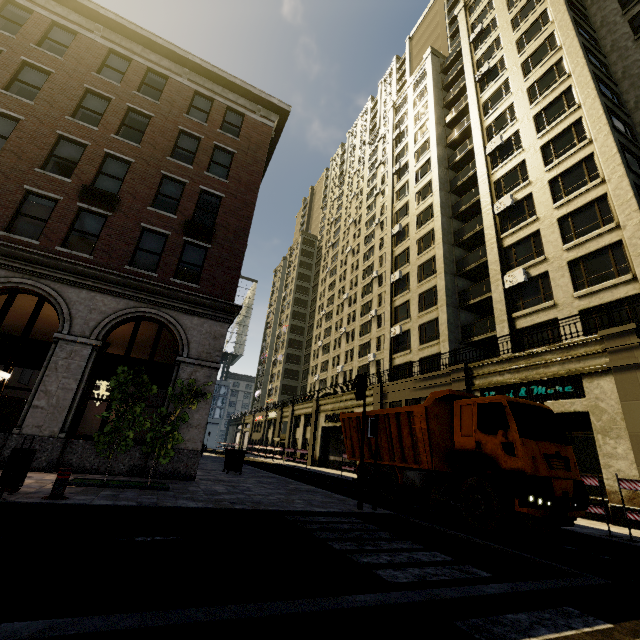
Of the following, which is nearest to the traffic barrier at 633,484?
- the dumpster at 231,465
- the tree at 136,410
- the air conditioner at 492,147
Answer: the dumpster at 231,465

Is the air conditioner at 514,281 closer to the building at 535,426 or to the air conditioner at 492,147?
the building at 535,426

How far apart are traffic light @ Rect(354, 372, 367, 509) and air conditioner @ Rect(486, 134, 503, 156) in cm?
2354

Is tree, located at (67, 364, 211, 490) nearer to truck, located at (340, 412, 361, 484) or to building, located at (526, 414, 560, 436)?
building, located at (526, 414, 560, 436)

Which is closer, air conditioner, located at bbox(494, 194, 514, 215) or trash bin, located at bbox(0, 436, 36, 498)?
trash bin, located at bbox(0, 436, 36, 498)

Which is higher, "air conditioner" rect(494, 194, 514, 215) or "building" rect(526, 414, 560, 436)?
"air conditioner" rect(494, 194, 514, 215)

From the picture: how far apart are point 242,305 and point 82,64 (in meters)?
13.42

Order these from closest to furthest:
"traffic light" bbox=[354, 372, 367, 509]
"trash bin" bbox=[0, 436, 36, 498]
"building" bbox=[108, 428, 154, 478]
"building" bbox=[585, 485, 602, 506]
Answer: "trash bin" bbox=[0, 436, 36, 498], "traffic light" bbox=[354, 372, 367, 509], "building" bbox=[108, 428, 154, 478], "building" bbox=[585, 485, 602, 506]
